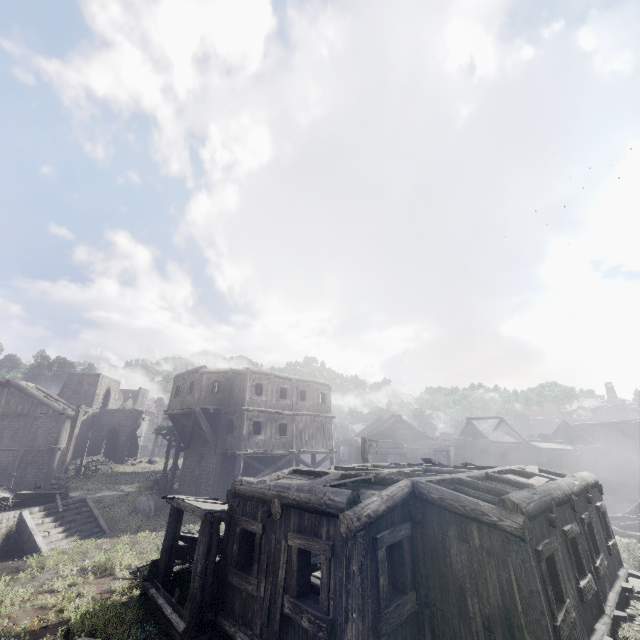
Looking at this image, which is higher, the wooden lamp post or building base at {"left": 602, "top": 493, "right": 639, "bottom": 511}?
the wooden lamp post

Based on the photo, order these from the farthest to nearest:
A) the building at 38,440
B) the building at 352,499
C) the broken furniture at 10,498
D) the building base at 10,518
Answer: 1. the building at 38,440
2. the broken furniture at 10,498
3. the building base at 10,518
4. the building at 352,499

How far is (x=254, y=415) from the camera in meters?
22.8

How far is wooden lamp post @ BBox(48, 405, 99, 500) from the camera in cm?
1650

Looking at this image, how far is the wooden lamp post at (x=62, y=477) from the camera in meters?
16.5 m

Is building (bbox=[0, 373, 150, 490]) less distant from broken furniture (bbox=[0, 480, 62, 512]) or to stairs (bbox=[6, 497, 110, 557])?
stairs (bbox=[6, 497, 110, 557])

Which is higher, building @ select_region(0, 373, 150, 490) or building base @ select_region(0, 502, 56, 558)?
building @ select_region(0, 373, 150, 490)

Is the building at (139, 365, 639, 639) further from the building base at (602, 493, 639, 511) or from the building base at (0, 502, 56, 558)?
the building base at (0, 502, 56, 558)
